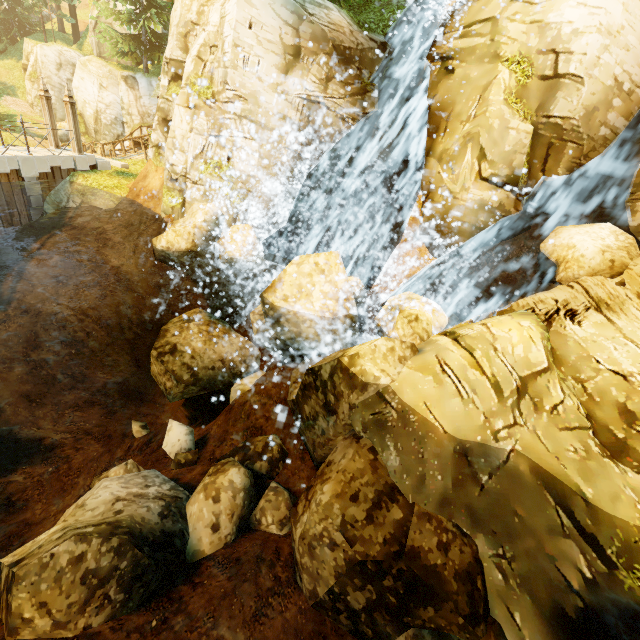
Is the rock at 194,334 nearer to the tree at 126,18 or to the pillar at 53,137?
the tree at 126,18

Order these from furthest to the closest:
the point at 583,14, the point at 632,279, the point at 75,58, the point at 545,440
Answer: the point at 75,58, the point at 583,14, the point at 632,279, the point at 545,440

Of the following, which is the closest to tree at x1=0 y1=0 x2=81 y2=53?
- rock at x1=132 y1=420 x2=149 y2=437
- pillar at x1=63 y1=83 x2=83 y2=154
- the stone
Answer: pillar at x1=63 y1=83 x2=83 y2=154

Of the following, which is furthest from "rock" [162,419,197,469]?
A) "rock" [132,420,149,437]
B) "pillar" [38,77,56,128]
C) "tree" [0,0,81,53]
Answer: "pillar" [38,77,56,128]

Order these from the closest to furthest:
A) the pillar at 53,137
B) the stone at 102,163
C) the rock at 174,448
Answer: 1. the rock at 174,448
2. the pillar at 53,137
3. the stone at 102,163

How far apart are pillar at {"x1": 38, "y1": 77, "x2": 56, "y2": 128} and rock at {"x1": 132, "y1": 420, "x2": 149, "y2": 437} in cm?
1383

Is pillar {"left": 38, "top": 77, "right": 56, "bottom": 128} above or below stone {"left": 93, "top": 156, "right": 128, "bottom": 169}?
above

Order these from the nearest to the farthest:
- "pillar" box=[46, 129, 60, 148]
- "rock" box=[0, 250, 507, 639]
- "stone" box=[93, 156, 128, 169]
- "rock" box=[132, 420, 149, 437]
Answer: "rock" box=[0, 250, 507, 639] < "rock" box=[132, 420, 149, 437] < "pillar" box=[46, 129, 60, 148] < "stone" box=[93, 156, 128, 169]
